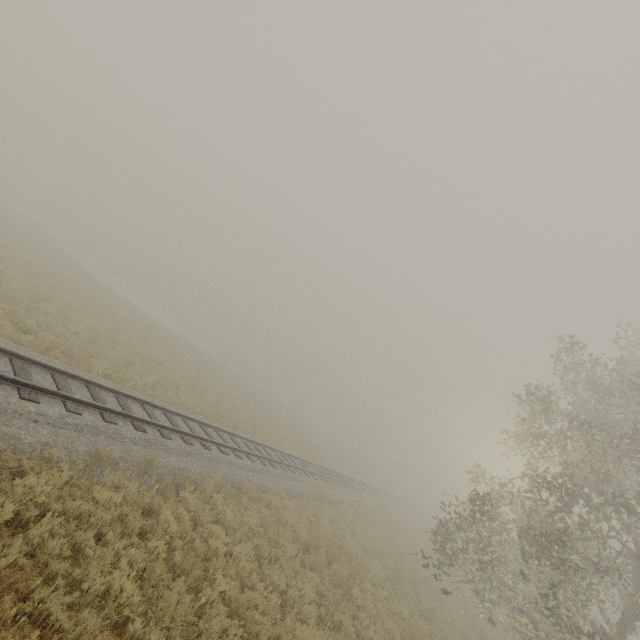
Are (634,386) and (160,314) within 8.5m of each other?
no
